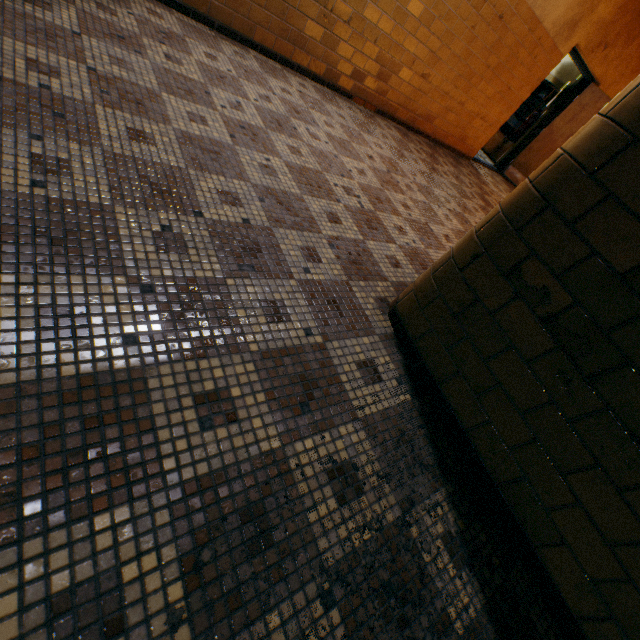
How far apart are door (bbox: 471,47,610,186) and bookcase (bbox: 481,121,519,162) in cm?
58

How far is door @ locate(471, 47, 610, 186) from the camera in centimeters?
646cm

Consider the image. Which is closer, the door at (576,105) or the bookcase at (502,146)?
the door at (576,105)

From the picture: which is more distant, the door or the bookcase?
the bookcase

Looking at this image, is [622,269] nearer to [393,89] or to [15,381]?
[15,381]

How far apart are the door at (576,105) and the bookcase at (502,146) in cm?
58

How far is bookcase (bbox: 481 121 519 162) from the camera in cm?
827
